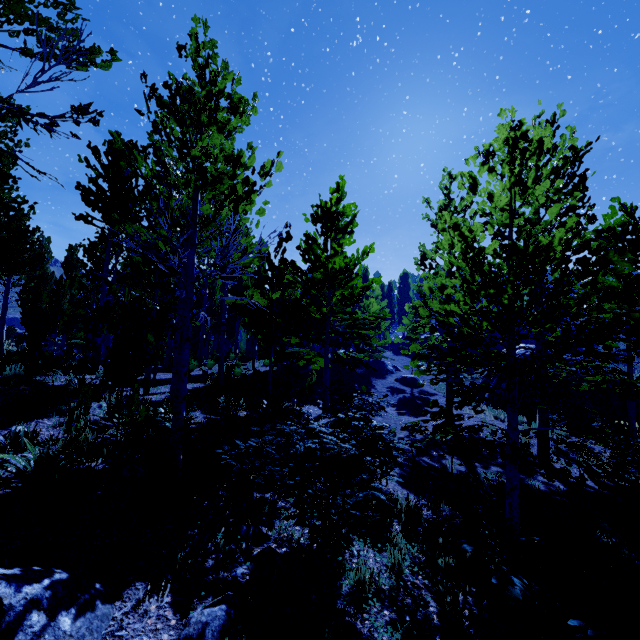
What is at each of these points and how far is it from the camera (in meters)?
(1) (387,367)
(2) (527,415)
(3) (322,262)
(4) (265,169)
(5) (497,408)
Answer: (1) rock, 25.12
(2) rock, 15.47
(3) instancedfoliageactor, 12.52
(4) instancedfoliageactor, 4.88
(5) rock, 17.05

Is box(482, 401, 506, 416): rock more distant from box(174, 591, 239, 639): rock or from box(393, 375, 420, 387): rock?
box(174, 591, 239, 639): rock

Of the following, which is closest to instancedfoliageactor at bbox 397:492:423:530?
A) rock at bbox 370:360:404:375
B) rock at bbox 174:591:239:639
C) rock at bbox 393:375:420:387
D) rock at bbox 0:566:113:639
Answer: rock at bbox 0:566:113:639

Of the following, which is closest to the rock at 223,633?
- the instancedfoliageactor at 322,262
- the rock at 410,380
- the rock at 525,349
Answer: the instancedfoliageactor at 322,262

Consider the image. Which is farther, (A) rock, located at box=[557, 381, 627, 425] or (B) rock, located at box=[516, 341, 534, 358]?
(B) rock, located at box=[516, 341, 534, 358]

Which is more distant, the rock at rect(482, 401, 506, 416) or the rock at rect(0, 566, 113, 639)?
the rock at rect(482, 401, 506, 416)

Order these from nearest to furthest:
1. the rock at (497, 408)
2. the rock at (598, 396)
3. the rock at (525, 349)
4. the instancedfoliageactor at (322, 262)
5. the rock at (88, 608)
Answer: the rock at (88, 608) < the instancedfoliageactor at (322, 262) < the rock at (598, 396) < the rock at (497, 408) < the rock at (525, 349)

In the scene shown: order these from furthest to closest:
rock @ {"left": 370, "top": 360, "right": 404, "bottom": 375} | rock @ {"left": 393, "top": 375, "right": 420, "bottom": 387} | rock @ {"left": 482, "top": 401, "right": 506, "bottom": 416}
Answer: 1. rock @ {"left": 370, "top": 360, "right": 404, "bottom": 375}
2. rock @ {"left": 393, "top": 375, "right": 420, "bottom": 387}
3. rock @ {"left": 482, "top": 401, "right": 506, "bottom": 416}
